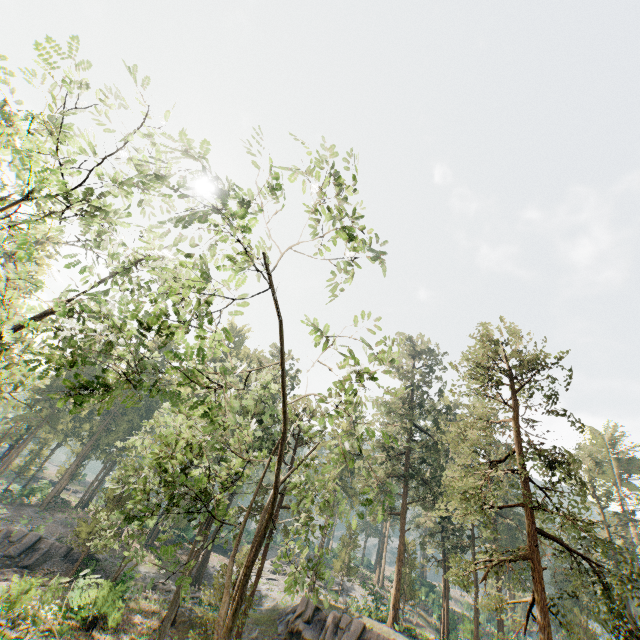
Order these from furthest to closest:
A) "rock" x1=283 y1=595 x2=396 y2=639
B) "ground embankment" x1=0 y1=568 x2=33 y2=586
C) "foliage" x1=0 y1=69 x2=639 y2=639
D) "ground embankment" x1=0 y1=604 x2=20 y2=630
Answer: "rock" x1=283 y1=595 x2=396 y2=639 < "ground embankment" x1=0 y1=568 x2=33 y2=586 < "ground embankment" x1=0 y1=604 x2=20 y2=630 < "foliage" x1=0 y1=69 x2=639 y2=639

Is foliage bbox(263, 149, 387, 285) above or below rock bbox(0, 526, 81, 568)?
above

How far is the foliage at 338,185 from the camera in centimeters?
671cm

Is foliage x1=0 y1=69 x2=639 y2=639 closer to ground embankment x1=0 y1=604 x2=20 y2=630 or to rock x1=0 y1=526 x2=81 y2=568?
ground embankment x1=0 y1=604 x2=20 y2=630

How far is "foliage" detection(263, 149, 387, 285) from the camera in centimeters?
671cm

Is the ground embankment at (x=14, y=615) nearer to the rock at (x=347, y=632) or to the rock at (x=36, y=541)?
the rock at (x=36, y=541)

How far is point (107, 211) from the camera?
7.29m

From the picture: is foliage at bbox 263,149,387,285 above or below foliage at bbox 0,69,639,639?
above
